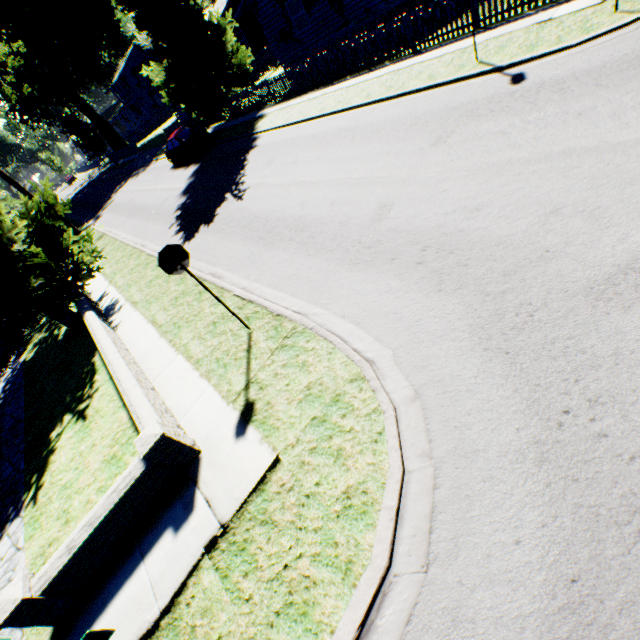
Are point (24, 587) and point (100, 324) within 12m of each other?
yes

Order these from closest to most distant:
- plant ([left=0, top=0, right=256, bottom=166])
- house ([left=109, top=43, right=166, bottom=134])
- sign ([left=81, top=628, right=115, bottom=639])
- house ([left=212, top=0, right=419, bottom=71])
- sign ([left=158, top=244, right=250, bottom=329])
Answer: sign ([left=81, top=628, right=115, bottom=639]) < sign ([left=158, top=244, right=250, bottom=329]) < house ([left=212, top=0, right=419, bottom=71]) < plant ([left=0, top=0, right=256, bottom=166]) < house ([left=109, top=43, right=166, bottom=134])

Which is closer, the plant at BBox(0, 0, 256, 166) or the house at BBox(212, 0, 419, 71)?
the house at BBox(212, 0, 419, 71)

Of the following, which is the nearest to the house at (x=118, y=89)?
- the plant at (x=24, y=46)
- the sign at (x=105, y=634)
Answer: the plant at (x=24, y=46)

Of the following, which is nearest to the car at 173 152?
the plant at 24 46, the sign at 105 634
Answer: the plant at 24 46

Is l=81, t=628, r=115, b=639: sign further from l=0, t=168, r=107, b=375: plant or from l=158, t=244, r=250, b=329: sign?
l=0, t=168, r=107, b=375: plant

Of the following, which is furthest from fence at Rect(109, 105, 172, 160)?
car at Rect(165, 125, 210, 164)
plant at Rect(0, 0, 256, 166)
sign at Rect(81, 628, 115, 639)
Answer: sign at Rect(81, 628, 115, 639)

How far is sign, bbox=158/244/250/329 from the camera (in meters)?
5.32
